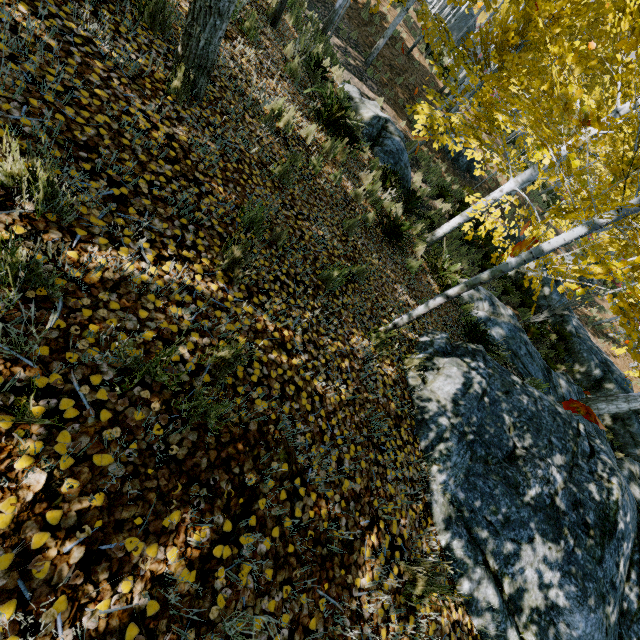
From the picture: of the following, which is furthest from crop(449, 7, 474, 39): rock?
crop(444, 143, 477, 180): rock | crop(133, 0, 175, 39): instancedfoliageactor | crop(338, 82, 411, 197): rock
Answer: crop(338, 82, 411, 197): rock

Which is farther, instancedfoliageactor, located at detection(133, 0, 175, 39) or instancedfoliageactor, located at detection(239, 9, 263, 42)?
instancedfoliageactor, located at detection(239, 9, 263, 42)

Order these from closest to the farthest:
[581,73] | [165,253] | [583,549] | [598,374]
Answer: [165,253]
[583,549]
[581,73]
[598,374]

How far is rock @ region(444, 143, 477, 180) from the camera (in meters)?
17.66

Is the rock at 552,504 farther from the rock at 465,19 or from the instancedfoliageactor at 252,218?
the rock at 465,19

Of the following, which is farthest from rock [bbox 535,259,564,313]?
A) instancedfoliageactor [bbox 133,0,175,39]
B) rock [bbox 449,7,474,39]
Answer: rock [bbox 449,7,474,39]

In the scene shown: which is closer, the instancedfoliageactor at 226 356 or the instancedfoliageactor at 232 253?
the instancedfoliageactor at 226 356

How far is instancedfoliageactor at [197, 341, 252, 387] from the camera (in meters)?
1.86
